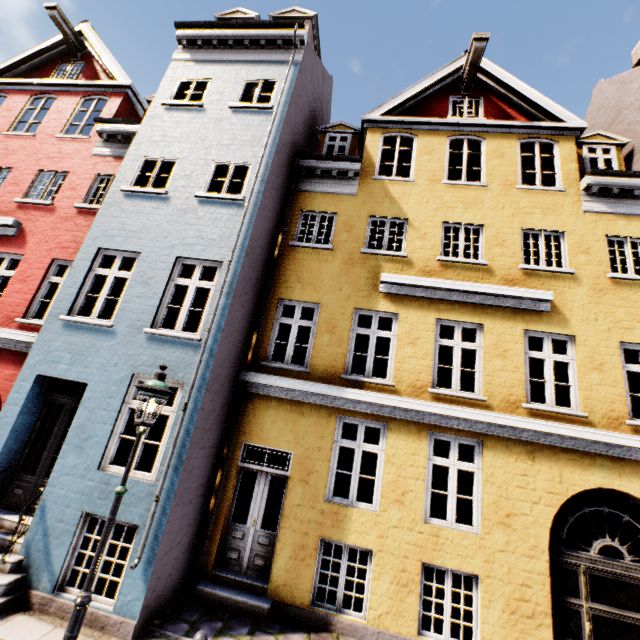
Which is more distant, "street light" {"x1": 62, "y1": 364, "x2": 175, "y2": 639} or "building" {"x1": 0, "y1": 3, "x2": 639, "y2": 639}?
"building" {"x1": 0, "y1": 3, "x2": 639, "y2": 639}

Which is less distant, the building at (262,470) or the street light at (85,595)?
the street light at (85,595)

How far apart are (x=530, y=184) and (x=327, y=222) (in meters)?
9.08
